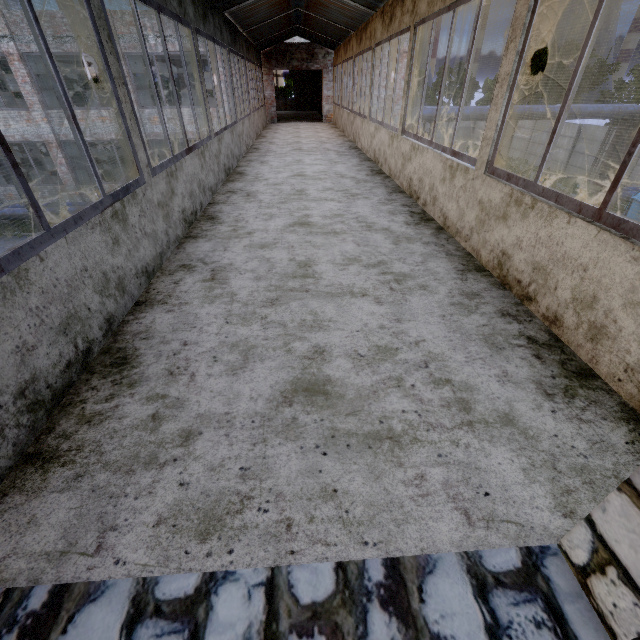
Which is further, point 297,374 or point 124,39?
point 124,39

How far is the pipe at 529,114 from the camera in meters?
15.2 m

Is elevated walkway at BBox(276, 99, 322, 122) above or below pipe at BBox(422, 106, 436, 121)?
below

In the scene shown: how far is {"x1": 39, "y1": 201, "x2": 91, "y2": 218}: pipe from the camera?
16.5 meters

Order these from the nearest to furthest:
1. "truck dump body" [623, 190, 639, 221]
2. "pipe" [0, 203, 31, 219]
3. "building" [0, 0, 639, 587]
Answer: "building" [0, 0, 639, 587] → "truck dump body" [623, 190, 639, 221] → "pipe" [0, 203, 31, 219]

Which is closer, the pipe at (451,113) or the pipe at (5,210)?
the pipe at (451,113)

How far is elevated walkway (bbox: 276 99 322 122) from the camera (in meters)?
17.53

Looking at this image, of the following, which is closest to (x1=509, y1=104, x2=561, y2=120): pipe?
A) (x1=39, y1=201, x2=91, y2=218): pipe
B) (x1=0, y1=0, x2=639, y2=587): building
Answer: (x1=0, y1=0, x2=639, y2=587): building
